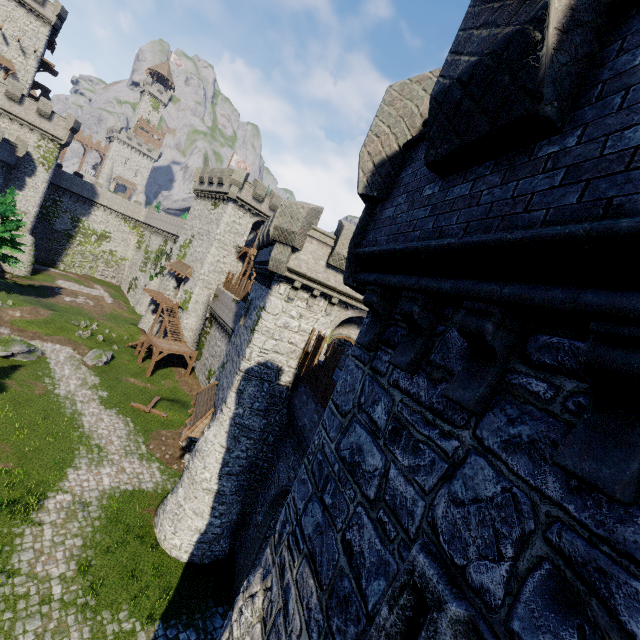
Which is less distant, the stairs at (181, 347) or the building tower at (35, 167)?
the stairs at (181, 347)

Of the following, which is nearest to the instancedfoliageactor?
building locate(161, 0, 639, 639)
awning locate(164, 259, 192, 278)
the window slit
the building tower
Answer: the building tower

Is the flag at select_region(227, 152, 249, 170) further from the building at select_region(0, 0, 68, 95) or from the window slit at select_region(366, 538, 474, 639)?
the window slit at select_region(366, 538, 474, 639)

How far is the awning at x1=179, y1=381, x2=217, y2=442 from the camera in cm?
1677

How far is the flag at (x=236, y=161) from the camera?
43.0 meters

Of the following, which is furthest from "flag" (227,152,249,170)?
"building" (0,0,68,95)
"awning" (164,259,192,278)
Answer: "building" (0,0,68,95)

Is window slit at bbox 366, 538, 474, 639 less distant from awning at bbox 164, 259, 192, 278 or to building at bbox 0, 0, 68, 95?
awning at bbox 164, 259, 192, 278

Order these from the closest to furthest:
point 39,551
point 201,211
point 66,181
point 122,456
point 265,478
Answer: point 39,551 → point 265,478 → point 122,456 → point 201,211 → point 66,181
